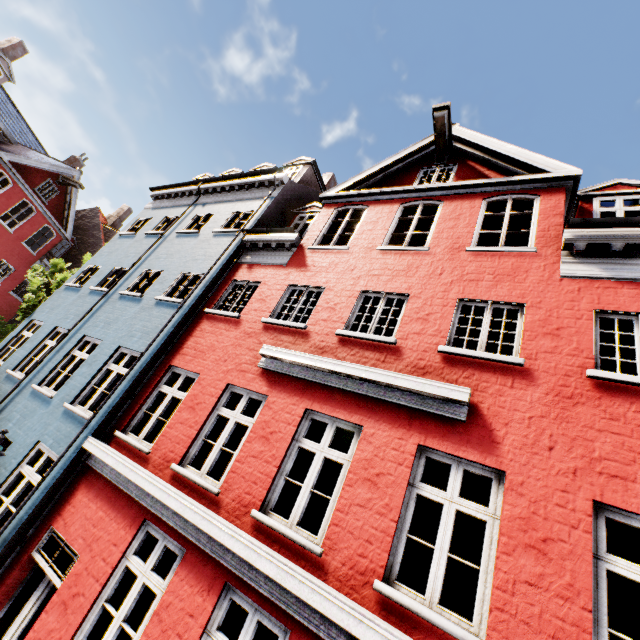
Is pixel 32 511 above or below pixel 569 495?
below
